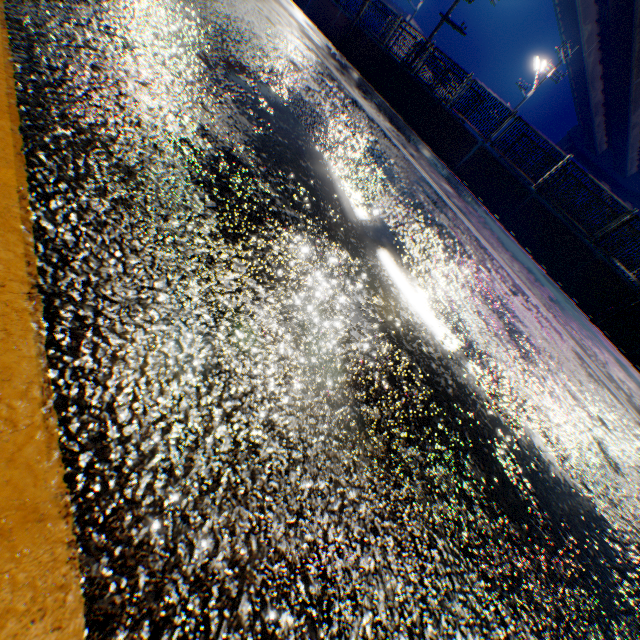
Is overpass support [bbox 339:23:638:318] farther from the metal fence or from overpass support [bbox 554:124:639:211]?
overpass support [bbox 554:124:639:211]

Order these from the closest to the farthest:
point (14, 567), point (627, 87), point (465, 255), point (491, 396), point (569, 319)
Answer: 1. point (14, 567)
2. point (491, 396)
3. point (465, 255)
4. point (569, 319)
5. point (627, 87)

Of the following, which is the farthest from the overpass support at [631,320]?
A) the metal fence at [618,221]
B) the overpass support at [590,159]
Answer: the overpass support at [590,159]

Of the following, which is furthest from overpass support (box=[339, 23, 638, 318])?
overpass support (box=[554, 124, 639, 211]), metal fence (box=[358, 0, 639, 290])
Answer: overpass support (box=[554, 124, 639, 211])

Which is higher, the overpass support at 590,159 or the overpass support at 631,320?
the overpass support at 590,159

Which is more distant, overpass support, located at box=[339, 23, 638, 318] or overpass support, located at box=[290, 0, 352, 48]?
overpass support, located at box=[290, 0, 352, 48]
